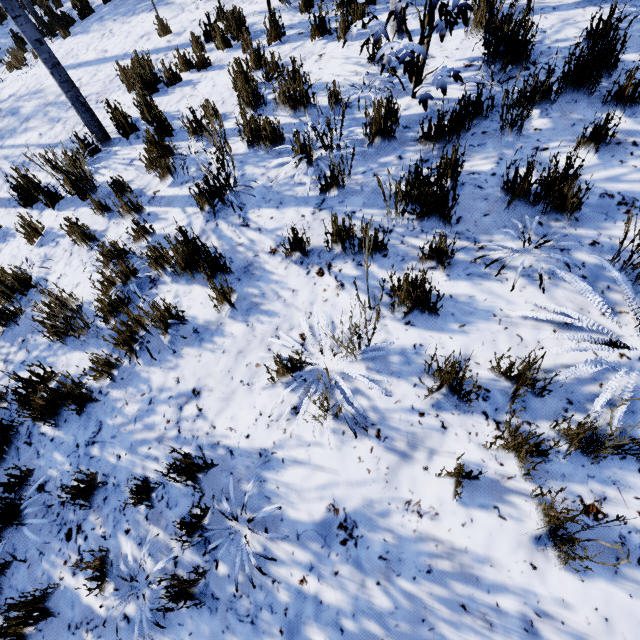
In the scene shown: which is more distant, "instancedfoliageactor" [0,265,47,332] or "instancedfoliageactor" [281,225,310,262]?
"instancedfoliageactor" [0,265,47,332]

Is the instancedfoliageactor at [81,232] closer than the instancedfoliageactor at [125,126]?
Yes

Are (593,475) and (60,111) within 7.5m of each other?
no

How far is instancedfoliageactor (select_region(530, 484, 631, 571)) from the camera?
1.4 meters

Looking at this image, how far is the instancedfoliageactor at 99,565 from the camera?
2.3m

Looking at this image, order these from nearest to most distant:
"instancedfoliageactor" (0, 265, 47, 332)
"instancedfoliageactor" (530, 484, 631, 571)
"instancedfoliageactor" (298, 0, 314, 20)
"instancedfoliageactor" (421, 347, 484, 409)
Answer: Result: "instancedfoliageactor" (530, 484, 631, 571) → "instancedfoliageactor" (421, 347, 484, 409) → "instancedfoliageactor" (0, 265, 47, 332) → "instancedfoliageactor" (298, 0, 314, 20)
